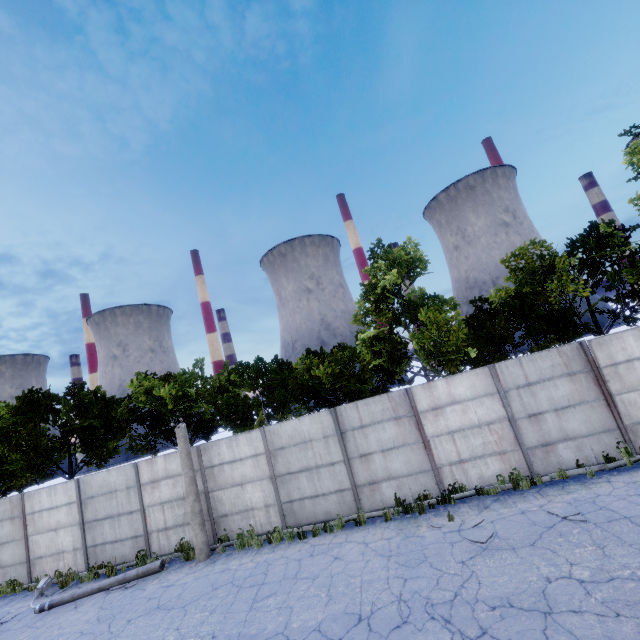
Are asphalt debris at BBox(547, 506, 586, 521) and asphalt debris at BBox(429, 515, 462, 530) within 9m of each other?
yes

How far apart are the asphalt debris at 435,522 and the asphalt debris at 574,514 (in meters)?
1.61

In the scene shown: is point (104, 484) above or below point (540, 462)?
above

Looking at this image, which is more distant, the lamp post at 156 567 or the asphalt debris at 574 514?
the lamp post at 156 567

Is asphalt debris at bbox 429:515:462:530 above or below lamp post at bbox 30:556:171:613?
below

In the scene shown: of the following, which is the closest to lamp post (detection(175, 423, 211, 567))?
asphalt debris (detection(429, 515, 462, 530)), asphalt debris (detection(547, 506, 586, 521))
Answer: asphalt debris (detection(429, 515, 462, 530))

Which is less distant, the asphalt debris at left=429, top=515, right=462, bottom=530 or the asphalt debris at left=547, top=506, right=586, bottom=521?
the asphalt debris at left=547, top=506, right=586, bottom=521

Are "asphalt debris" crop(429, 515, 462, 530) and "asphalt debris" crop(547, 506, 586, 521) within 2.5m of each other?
yes
